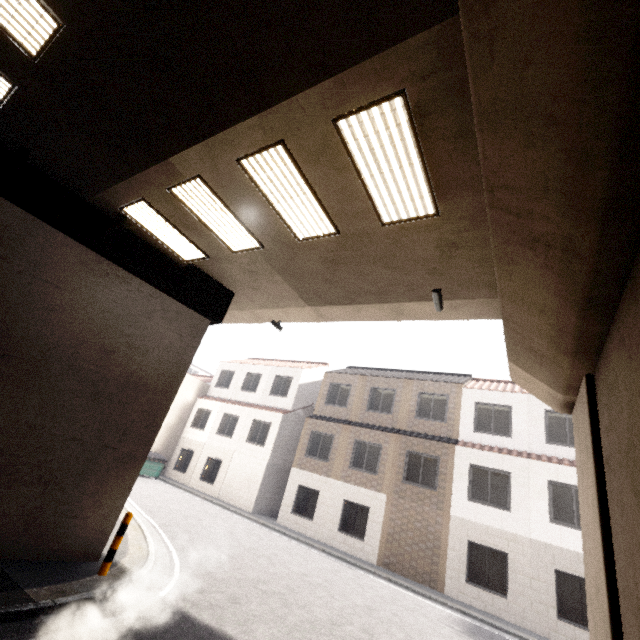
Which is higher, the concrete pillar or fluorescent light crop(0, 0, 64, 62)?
fluorescent light crop(0, 0, 64, 62)

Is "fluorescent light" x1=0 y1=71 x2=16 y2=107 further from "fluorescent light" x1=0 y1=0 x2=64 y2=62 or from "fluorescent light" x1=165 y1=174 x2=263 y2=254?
"fluorescent light" x1=165 y1=174 x2=263 y2=254

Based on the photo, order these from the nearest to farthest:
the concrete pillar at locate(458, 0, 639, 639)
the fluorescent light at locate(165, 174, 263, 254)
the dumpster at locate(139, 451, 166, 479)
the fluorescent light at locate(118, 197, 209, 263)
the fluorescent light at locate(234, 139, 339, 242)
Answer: the concrete pillar at locate(458, 0, 639, 639)
the fluorescent light at locate(234, 139, 339, 242)
the fluorescent light at locate(165, 174, 263, 254)
the fluorescent light at locate(118, 197, 209, 263)
the dumpster at locate(139, 451, 166, 479)

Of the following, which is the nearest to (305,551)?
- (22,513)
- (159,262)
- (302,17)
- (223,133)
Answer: (22,513)

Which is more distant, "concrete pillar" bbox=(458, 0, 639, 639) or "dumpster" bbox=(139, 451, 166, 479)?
"dumpster" bbox=(139, 451, 166, 479)

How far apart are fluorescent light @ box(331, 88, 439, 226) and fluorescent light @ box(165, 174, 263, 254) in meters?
2.8

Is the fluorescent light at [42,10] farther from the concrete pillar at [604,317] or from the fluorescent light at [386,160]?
the concrete pillar at [604,317]

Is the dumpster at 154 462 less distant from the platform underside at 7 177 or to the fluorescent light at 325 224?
the platform underside at 7 177
